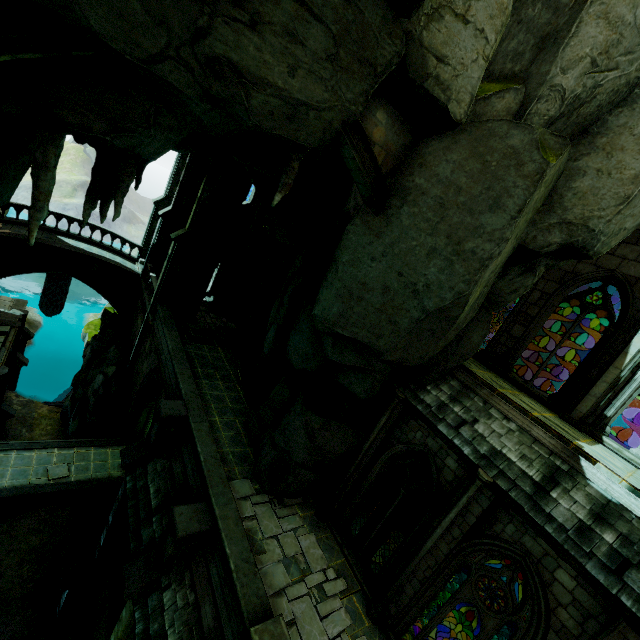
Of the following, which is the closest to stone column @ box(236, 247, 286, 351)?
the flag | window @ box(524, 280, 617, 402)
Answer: window @ box(524, 280, 617, 402)

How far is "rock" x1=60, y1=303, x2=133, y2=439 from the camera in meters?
19.5

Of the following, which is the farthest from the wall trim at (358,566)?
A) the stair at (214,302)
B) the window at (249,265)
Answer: the stair at (214,302)

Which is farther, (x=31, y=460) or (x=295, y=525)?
(x=31, y=460)

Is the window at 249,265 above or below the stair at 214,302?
above

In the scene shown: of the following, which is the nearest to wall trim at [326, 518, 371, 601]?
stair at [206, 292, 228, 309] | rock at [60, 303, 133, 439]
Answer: rock at [60, 303, 133, 439]

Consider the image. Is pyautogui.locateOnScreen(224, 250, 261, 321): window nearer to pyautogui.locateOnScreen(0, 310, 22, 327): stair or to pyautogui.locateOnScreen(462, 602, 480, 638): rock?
pyautogui.locateOnScreen(0, 310, 22, 327): stair

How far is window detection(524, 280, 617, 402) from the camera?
10.3 meters
